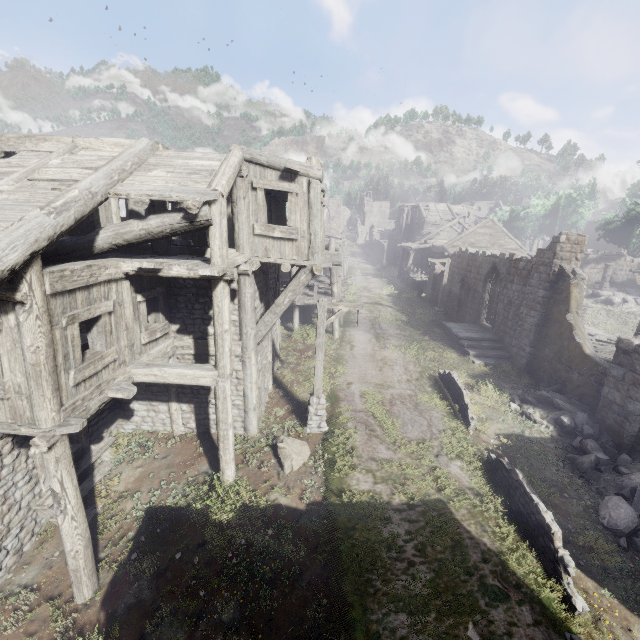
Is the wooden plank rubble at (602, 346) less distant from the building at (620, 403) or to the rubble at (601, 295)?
the building at (620, 403)

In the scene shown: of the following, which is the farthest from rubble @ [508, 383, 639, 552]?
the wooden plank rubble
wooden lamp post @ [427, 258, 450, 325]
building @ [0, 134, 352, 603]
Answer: wooden lamp post @ [427, 258, 450, 325]

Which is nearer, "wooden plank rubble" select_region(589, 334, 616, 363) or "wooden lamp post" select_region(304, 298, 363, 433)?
"wooden lamp post" select_region(304, 298, 363, 433)

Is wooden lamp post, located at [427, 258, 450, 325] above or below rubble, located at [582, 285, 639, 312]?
below

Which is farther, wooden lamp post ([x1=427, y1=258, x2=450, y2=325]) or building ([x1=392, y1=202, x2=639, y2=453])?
wooden lamp post ([x1=427, y1=258, x2=450, y2=325])

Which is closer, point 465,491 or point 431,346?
point 465,491

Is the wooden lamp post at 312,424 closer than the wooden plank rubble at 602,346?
Yes

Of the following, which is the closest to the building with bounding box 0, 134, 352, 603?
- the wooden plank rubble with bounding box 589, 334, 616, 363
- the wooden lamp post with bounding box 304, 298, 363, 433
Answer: the wooden plank rubble with bounding box 589, 334, 616, 363
